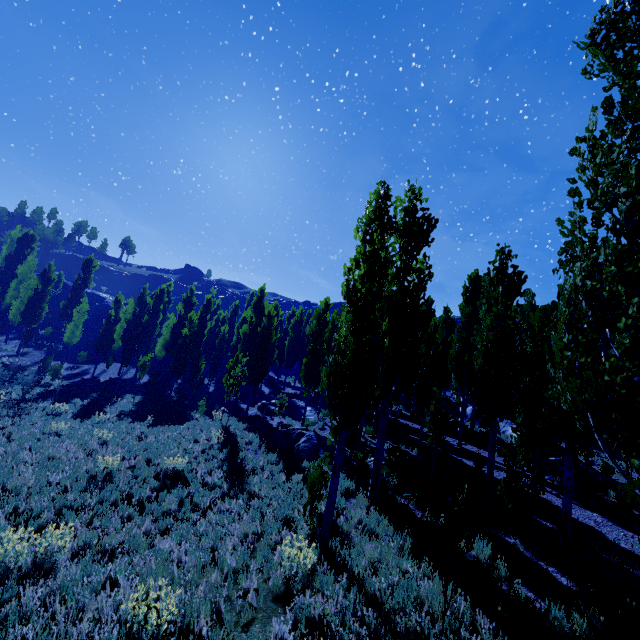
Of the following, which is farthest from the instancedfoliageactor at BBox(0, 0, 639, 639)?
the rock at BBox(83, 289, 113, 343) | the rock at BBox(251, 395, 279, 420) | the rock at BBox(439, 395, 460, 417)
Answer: the rock at BBox(83, 289, 113, 343)

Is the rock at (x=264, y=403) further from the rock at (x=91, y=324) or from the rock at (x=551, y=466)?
the rock at (x=91, y=324)

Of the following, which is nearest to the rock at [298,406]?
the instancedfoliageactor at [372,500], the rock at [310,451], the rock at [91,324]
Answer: the instancedfoliageactor at [372,500]

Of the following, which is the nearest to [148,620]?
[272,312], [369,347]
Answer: [369,347]

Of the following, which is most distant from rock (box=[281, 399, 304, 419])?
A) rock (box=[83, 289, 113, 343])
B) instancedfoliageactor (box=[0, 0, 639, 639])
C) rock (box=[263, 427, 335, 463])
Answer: rock (box=[83, 289, 113, 343])

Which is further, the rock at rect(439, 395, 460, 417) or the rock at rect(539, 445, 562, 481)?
the rock at rect(439, 395, 460, 417)

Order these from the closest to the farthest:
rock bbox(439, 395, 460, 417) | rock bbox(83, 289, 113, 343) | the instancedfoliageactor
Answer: the instancedfoliageactor
rock bbox(439, 395, 460, 417)
rock bbox(83, 289, 113, 343)

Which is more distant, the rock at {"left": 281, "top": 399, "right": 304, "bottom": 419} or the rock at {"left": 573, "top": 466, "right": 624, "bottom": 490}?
the rock at {"left": 281, "top": 399, "right": 304, "bottom": 419}
